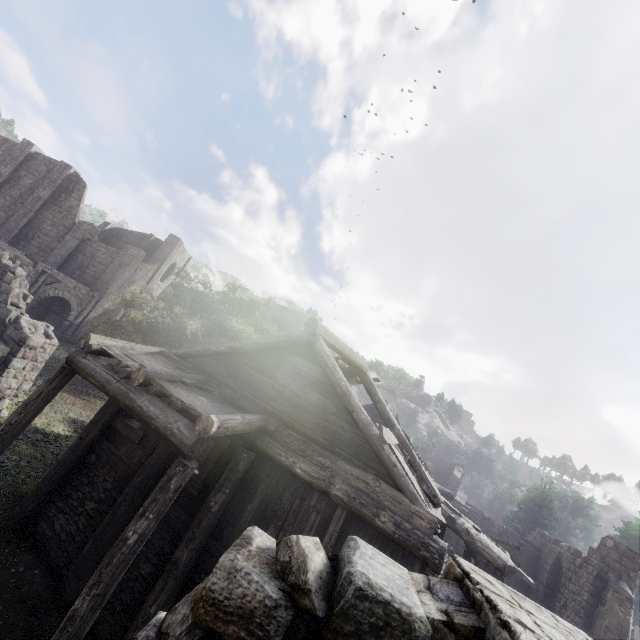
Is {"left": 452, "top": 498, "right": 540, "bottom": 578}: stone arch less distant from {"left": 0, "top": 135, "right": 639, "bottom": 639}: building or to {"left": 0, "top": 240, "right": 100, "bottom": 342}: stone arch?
{"left": 0, "top": 135, "right": 639, "bottom": 639}: building

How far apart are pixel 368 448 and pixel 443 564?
14.8 meters

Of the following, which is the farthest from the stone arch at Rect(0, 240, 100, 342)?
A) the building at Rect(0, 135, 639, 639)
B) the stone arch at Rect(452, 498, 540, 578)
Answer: the stone arch at Rect(452, 498, 540, 578)

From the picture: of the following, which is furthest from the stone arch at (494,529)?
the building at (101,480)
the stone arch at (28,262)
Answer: the stone arch at (28,262)

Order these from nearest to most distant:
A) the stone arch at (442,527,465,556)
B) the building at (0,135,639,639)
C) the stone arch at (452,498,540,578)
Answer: the building at (0,135,639,639) → the stone arch at (452,498,540,578) → the stone arch at (442,527,465,556)

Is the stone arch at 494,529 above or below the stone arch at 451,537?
Answer: above
